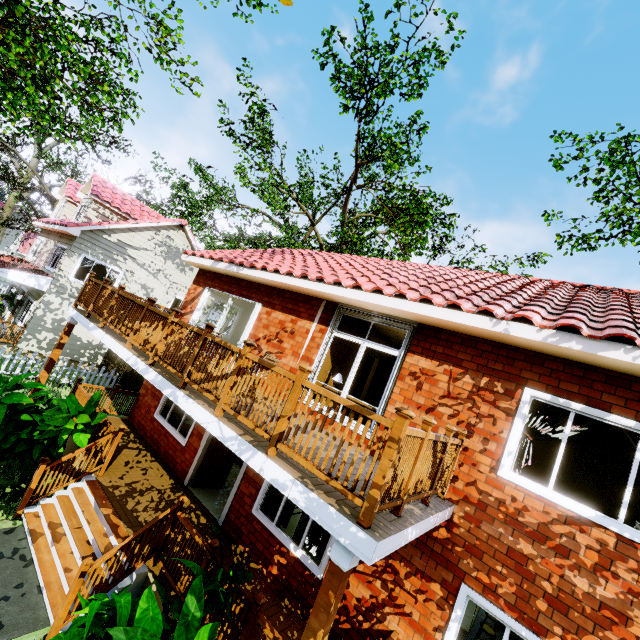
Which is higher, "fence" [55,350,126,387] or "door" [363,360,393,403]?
"door" [363,360,393,403]

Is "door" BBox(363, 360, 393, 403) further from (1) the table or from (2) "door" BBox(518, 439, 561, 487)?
(2) "door" BBox(518, 439, 561, 487)

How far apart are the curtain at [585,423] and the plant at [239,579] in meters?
3.9 m

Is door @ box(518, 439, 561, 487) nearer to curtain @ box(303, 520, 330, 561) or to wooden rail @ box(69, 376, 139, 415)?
curtain @ box(303, 520, 330, 561)

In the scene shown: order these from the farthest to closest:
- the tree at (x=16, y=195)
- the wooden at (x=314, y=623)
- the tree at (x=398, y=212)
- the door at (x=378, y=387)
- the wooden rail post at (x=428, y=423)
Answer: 1. the tree at (x=398, y=212)
2. the door at (x=378, y=387)
3. the tree at (x=16, y=195)
4. the wooden rail post at (x=428, y=423)
5. the wooden at (x=314, y=623)

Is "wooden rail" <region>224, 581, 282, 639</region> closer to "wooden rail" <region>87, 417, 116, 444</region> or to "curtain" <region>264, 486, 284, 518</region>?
"curtain" <region>264, 486, 284, 518</region>

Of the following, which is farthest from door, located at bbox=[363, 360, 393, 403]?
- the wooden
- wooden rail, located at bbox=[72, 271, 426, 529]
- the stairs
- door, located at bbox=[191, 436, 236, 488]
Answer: the wooden

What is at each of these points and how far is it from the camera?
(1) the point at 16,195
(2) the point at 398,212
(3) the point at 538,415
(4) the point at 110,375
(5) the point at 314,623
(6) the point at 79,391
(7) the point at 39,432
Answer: (1) tree, 25.4m
(2) tree, 15.4m
(3) curtain, 4.9m
(4) fence, 14.9m
(5) wooden, 2.8m
(6) wooden rail, 9.2m
(7) plant, 6.7m
